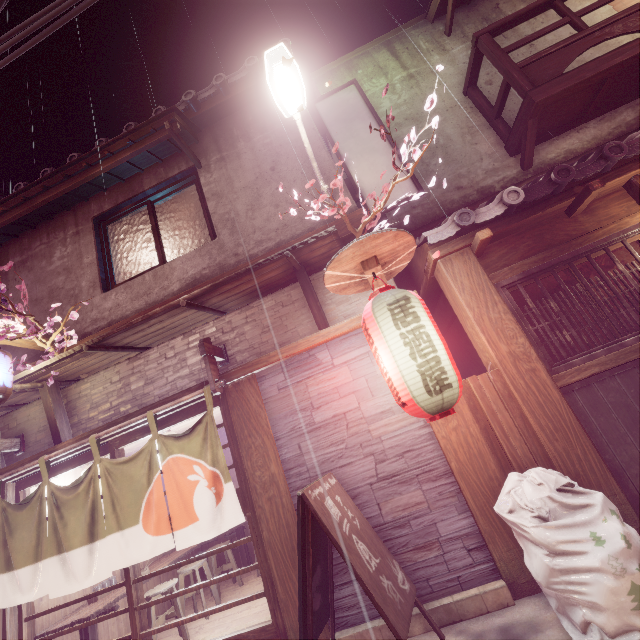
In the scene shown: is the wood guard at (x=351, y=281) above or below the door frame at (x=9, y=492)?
above

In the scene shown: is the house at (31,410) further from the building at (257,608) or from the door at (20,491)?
the building at (257,608)

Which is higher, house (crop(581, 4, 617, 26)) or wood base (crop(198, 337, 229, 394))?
house (crop(581, 4, 617, 26))

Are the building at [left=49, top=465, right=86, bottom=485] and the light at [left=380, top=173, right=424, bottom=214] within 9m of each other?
no

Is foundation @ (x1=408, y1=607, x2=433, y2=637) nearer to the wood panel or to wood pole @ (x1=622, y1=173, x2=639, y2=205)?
wood pole @ (x1=622, y1=173, x2=639, y2=205)

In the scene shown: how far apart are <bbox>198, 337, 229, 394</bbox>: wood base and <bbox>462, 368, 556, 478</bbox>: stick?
4.91m

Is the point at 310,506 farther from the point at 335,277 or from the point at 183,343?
the point at 183,343

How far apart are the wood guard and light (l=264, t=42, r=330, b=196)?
2.8m
